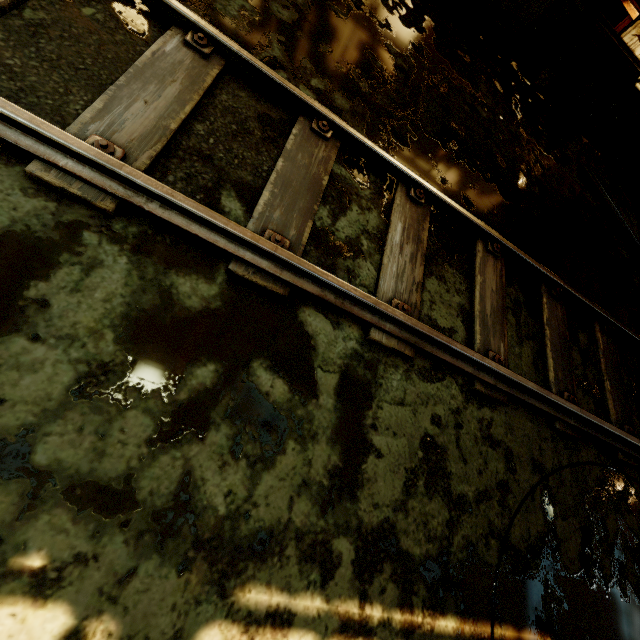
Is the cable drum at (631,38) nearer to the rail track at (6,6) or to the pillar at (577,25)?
the pillar at (577,25)

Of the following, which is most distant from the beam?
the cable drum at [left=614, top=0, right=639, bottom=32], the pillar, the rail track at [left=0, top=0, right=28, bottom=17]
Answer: the cable drum at [left=614, top=0, right=639, bottom=32]

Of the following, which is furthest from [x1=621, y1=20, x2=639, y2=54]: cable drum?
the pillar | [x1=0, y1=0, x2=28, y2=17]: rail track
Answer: [x1=0, y1=0, x2=28, y2=17]: rail track

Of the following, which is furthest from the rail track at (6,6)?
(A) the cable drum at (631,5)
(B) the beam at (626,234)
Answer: (A) the cable drum at (631,5)

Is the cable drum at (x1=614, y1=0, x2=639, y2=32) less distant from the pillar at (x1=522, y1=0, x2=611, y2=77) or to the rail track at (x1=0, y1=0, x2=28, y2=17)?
the pillar at (x1=522, y1=0, x2=611, y2=77)

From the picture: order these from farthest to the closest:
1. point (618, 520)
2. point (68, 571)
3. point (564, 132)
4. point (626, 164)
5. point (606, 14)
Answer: point (606, 14) → point (626, 164) → point (564, 132) → point (618, 520) → point (68, 571)
